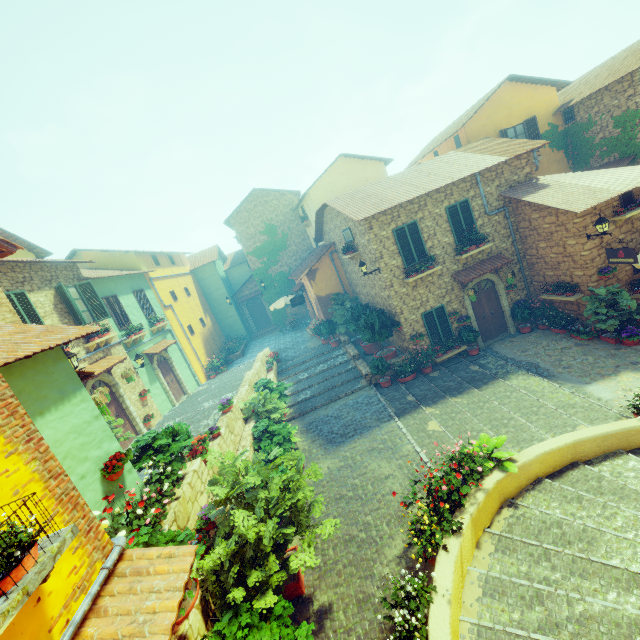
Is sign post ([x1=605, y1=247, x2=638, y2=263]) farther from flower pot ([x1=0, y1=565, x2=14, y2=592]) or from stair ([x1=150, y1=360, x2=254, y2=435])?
flower pot ([x1=0, y1=565, x2=14, y2=592])

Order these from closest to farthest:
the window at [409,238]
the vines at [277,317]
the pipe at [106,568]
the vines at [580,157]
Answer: the pipe at [106,568], the window at [409,238], the vines at [580,157], the vines at [277,317]

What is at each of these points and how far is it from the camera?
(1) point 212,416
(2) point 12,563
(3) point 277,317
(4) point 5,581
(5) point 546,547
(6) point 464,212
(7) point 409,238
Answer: (1) stair, 11.8m
(2) flower pot, 2.5m
(3) vines, 26.6m
(4) flower pot, 2.4m
(5) stair, 5.8m
(6) window, 13.4m
(7) window, 13.1m

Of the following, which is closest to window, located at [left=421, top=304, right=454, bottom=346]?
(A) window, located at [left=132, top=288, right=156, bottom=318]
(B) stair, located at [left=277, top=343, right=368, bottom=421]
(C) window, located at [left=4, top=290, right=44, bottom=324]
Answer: (B) stair, located at [left=277, top=343, right=368, bottom=421]

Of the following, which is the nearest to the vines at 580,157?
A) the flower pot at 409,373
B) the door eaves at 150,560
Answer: the flower pot at 409,373

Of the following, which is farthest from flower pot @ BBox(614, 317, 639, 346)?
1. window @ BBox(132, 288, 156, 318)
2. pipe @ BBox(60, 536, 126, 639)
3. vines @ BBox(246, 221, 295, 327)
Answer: window @ BBox(132, 288, 156, 318)

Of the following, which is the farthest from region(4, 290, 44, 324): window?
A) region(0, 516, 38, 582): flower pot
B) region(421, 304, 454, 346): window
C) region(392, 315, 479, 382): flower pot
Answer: region(392, 315, 479, 382): flower pot

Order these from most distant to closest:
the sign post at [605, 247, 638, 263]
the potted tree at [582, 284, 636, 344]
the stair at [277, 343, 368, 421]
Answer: the stair at [277, 343, 368, 421] < the potted tree at [582, 284, 636, 344] < the sign post at [605, 247, 638, 263]
